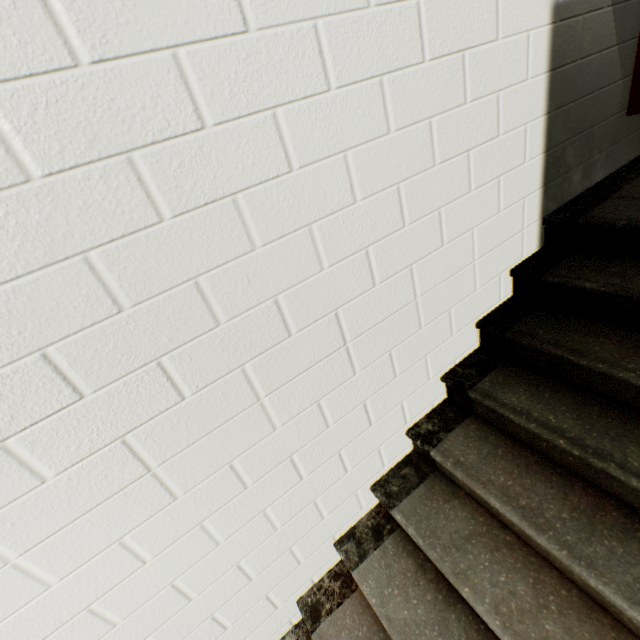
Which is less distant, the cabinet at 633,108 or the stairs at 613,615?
the stairs at 613,615

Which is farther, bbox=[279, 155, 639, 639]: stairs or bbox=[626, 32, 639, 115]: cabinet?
bbox=[626, 32, 639, 115]: cabinet

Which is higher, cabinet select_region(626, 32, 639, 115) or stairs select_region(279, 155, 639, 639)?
cabinet select_region(626, 32, 639, 115)

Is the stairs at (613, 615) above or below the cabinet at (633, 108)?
below

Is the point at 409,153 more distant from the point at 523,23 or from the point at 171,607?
the point at 171,607
